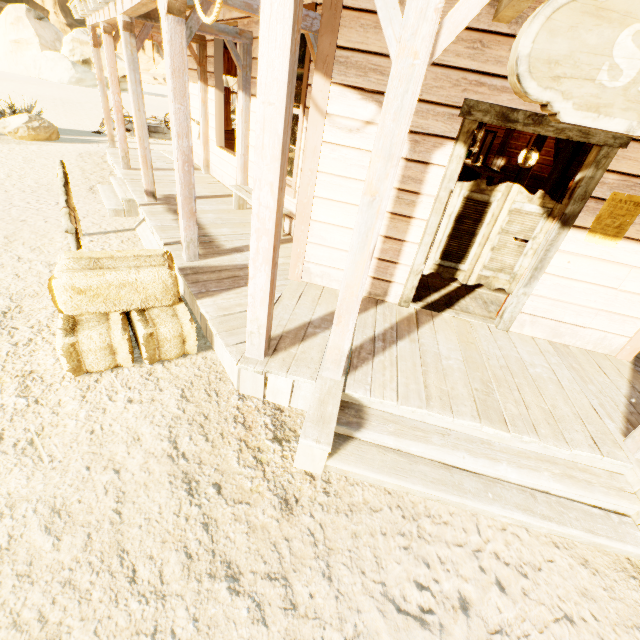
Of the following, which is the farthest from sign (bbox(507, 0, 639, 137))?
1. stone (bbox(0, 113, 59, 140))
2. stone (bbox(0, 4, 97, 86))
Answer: stone (bbox(0, 4, 97, 86))

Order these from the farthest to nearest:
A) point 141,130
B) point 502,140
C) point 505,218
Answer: point 502,140 → point 141,130 → point 505,218

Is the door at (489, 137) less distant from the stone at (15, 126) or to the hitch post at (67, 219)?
the hitch post at (67, 219)

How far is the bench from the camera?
5.74m

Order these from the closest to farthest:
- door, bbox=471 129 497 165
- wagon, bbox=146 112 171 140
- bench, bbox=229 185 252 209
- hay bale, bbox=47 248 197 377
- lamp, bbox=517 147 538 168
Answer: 1. hay bale, bbox=47 248 197 377
2. bench, bbox=229 185 252 209
3. lamp, bbox=517 147 538 168
4. door, bbox=471 129 497 165
5. wagon, bbox=146 112 171 140

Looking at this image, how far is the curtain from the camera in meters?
9.4

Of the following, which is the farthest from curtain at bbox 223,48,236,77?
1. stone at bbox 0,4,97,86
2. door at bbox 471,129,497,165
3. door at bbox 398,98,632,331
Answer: stone at bbox 0,4,97,86

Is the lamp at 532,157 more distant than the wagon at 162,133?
No
